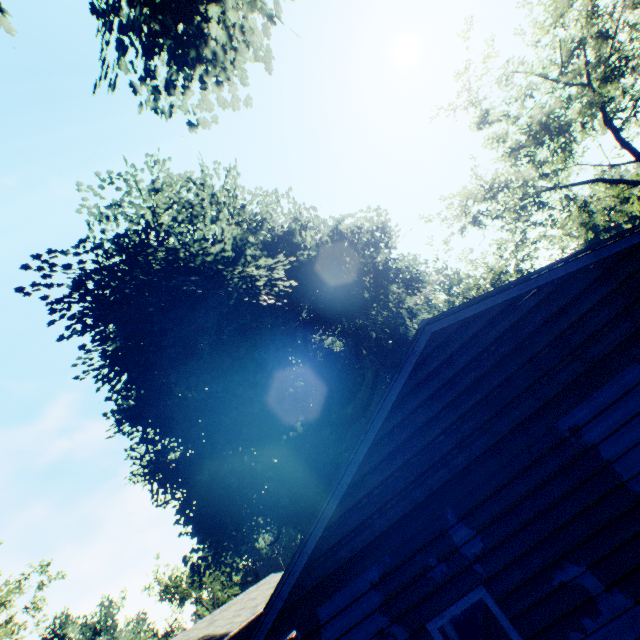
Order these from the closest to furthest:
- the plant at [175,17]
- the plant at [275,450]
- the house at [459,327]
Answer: the house at [459,327]
the plant at [175,17]
the plant at [275,450]

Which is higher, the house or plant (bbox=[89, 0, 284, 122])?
plant (bbox=[89, 0, 284, 122])

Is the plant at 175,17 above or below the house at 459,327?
above

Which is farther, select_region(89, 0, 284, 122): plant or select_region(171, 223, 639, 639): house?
select_region(89, 0, 284, 122): plant

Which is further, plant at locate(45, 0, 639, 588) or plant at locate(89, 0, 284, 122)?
plant at locate(45, 0, 639, 588)

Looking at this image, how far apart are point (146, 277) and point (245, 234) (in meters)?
5.11

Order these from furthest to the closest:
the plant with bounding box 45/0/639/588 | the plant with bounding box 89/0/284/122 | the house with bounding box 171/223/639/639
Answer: the plant with bounding box 45/0/639/588
the plant with bounding box 89/0/284/122
the house with bounding box 171/223/639/639
